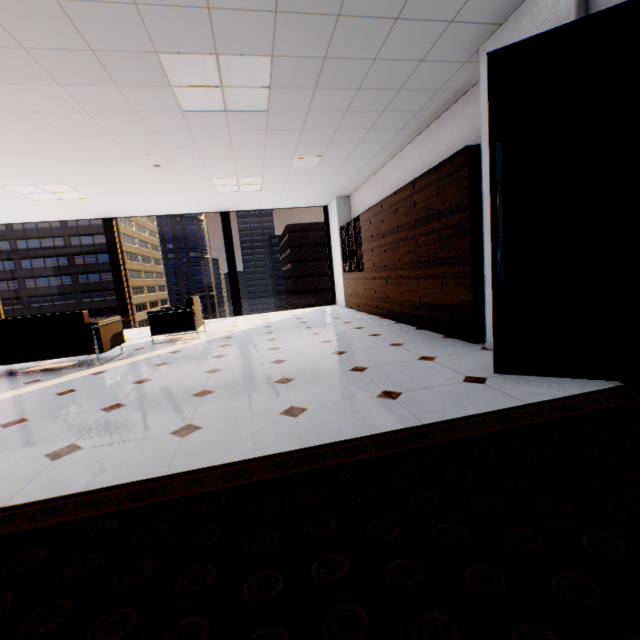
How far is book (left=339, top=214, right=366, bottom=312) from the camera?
7.37m

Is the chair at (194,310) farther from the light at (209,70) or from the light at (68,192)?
the light at (209,70)

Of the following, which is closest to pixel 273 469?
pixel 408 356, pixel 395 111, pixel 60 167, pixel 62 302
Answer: pixel 408 356

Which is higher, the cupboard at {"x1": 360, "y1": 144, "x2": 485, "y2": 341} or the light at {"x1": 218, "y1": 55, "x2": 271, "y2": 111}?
the light at {"x1": 218, "y1": 55, "x2": 271, "y2": 111}

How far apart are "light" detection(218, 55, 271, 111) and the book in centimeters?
354cm

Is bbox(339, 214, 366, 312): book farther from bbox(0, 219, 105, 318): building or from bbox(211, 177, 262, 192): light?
bbox(0, 219, 105, 318): building

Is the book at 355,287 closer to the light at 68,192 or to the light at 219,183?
the light at 219,183

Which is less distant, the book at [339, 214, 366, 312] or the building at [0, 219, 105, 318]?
the book at [339, 214, 366, 312]
